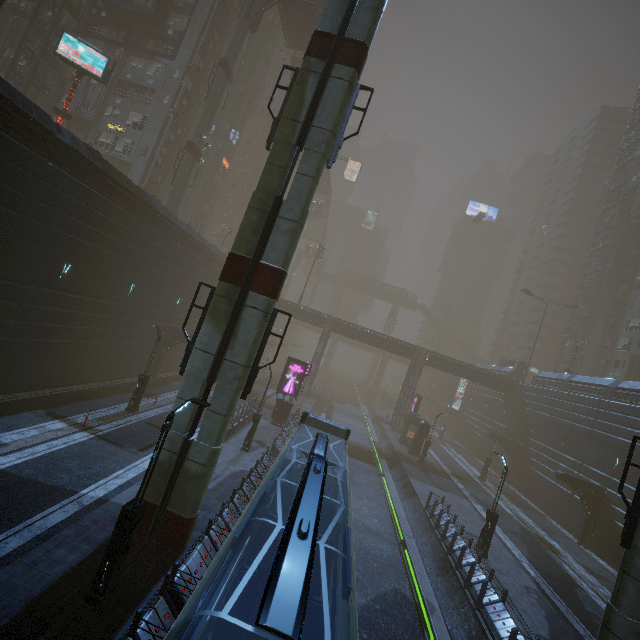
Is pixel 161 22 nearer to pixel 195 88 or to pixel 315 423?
pixel 195 88

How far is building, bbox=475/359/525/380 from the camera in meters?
46.9

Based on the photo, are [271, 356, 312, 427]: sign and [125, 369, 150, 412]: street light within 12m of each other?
yes

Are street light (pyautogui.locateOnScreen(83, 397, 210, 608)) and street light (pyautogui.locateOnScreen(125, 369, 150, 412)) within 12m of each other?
no

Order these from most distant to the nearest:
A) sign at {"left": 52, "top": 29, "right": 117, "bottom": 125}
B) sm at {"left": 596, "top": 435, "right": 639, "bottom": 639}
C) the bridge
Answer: the bridge → sign at {"left": 52, "top": 29, "right": 117, "bottom": 125} → sm at {"left": 596, "top": 435, "right": 639, "bottom": 639}

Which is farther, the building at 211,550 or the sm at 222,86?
the sm at 222,86

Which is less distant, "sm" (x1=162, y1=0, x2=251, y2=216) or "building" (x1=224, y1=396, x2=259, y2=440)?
"building" (x1=224, y1=396, x2=259, y2=440)

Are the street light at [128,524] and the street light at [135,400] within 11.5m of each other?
no
